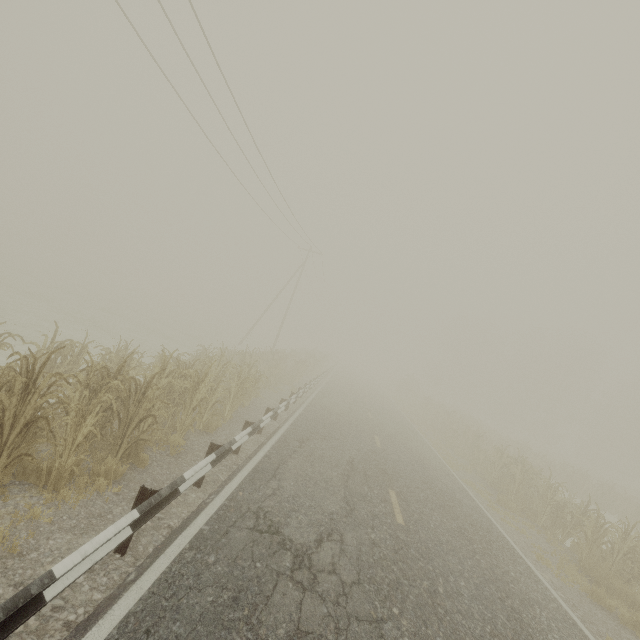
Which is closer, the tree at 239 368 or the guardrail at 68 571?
the guardrail at 68 571

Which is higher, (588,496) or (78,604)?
(588,496)

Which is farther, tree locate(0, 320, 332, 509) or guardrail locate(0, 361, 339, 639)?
tree locate(0, 320, 332, 509)
